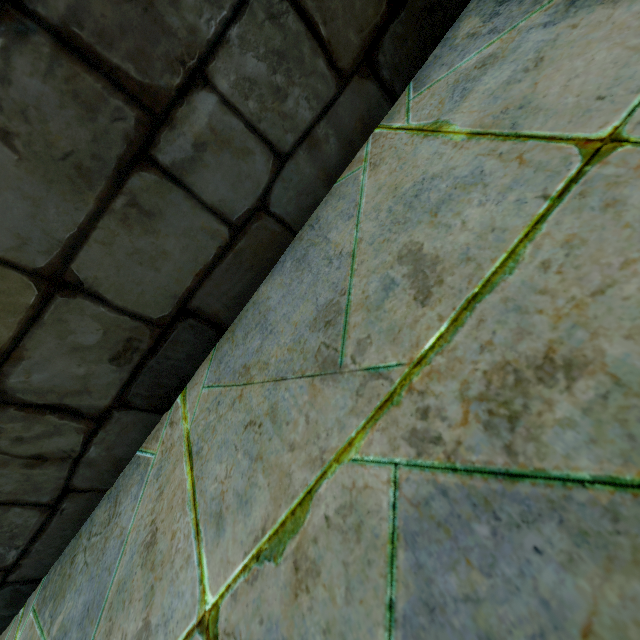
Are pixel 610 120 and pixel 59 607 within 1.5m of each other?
no
